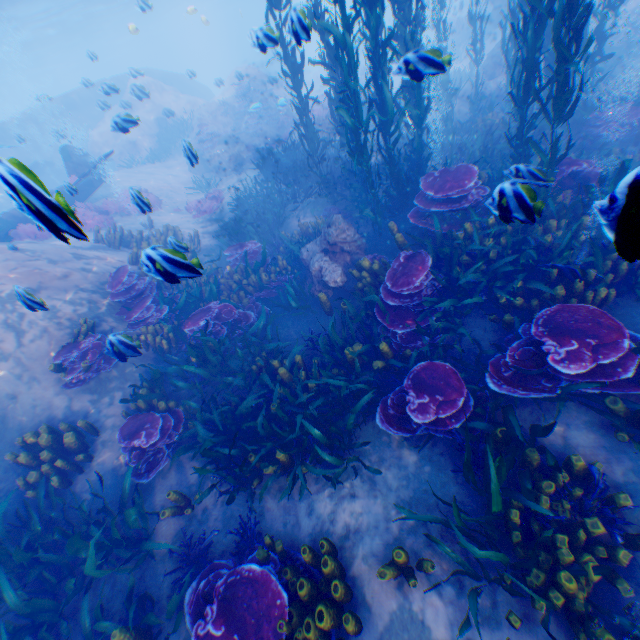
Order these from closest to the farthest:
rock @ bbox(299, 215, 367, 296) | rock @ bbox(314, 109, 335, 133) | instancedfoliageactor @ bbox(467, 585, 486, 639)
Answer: instancedfoliageactor @ bbox(467, 585, 486, 639), rock @ bbox(299, 215, 367, 296), rock @ bbox(314, 109, 335, 133)

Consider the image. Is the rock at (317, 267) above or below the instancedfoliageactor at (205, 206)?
above

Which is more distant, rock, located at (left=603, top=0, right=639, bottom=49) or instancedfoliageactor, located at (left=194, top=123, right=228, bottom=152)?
instancedfoliageactor, located at (left=194, top=123, right=228, bottom=152)

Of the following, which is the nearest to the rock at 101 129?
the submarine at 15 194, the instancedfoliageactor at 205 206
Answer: the submarine at 15 194

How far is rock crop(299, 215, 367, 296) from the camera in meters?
7.6 m

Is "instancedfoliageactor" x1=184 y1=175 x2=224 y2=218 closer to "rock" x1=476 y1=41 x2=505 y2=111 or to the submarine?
"rock" x1=476 y1=41 x2=505 y2=111

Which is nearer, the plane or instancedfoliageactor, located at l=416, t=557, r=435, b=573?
the plane

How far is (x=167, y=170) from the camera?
20.41m
